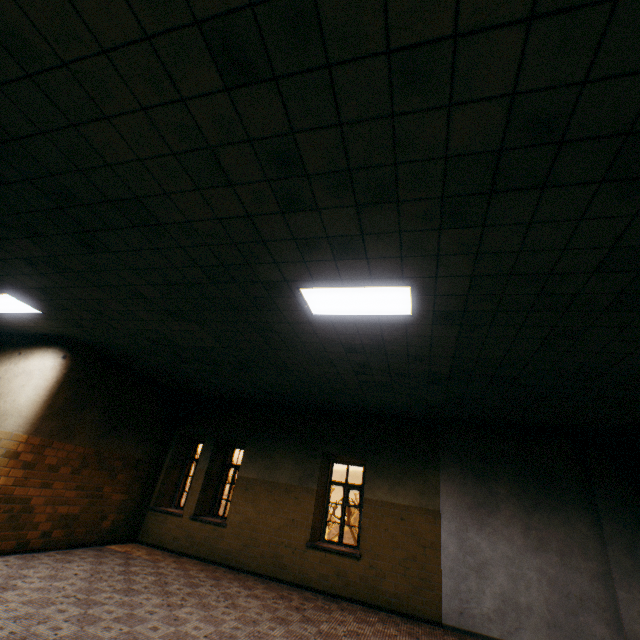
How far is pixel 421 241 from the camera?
2.9m

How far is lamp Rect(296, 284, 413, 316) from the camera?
3.61m

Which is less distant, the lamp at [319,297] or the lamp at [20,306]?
the lamp at [319,297]

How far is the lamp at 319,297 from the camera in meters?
3.6 m

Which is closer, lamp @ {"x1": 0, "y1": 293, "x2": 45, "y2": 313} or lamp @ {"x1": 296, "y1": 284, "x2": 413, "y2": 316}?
lamp @ {"x1": 296, "y1": 284, "x2": 413, "y2": 316}
